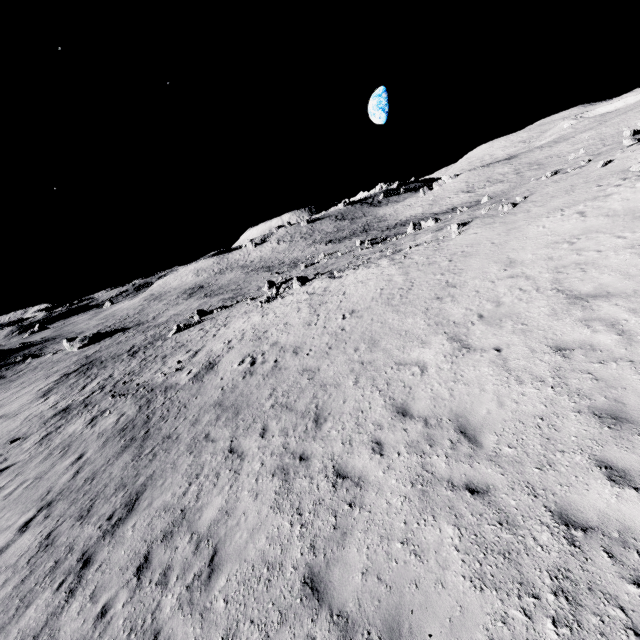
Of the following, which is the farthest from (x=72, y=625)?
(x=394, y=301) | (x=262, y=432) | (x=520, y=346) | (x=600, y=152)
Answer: (x=600, y=152)
